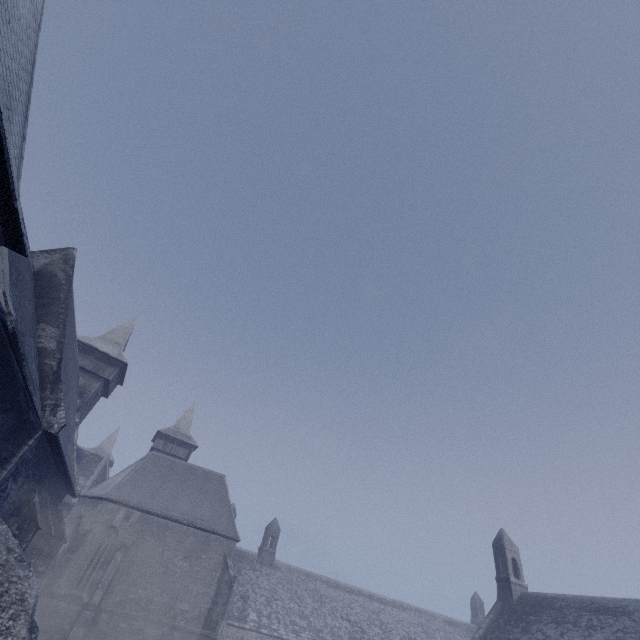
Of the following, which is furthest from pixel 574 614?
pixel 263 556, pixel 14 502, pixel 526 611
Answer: pixel 263 556
